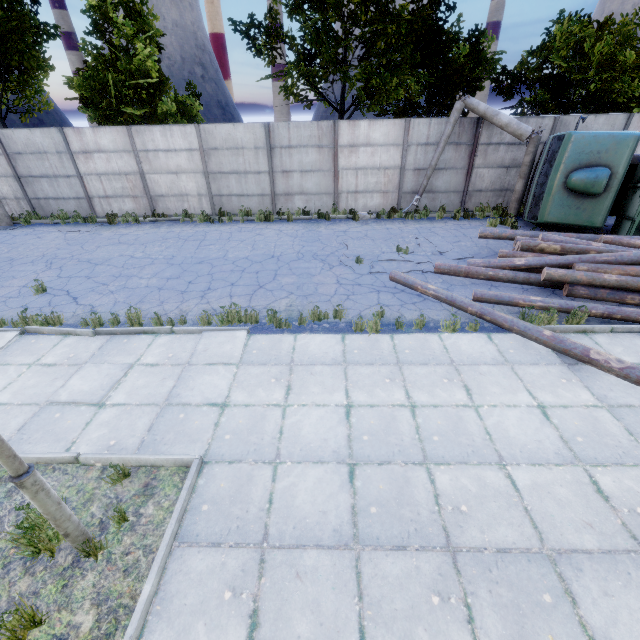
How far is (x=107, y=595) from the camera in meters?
3.1 m

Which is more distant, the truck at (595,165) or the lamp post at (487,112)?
the lamp post at (487,112)

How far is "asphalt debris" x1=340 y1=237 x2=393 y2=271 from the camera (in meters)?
9.82

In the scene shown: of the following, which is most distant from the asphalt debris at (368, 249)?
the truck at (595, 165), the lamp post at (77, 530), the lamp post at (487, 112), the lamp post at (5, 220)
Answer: the lamp post at (5, 220)

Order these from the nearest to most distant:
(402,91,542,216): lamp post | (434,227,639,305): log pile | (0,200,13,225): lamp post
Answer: (434,227,639,305): log pile → (402,91,542,216): lamp post → (0,200,13,225): lamp post

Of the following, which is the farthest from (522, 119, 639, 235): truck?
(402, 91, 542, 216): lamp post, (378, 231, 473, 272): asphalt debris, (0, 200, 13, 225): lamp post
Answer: (0, 200, 13, 225): lamp post

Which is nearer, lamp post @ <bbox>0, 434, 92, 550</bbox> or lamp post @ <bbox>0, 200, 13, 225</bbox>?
lamp post @ <bbox>0, 434, 92, 550</bbox>

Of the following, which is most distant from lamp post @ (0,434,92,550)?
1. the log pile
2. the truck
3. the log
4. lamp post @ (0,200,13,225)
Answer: lamp post @ (0,200,13,225)
